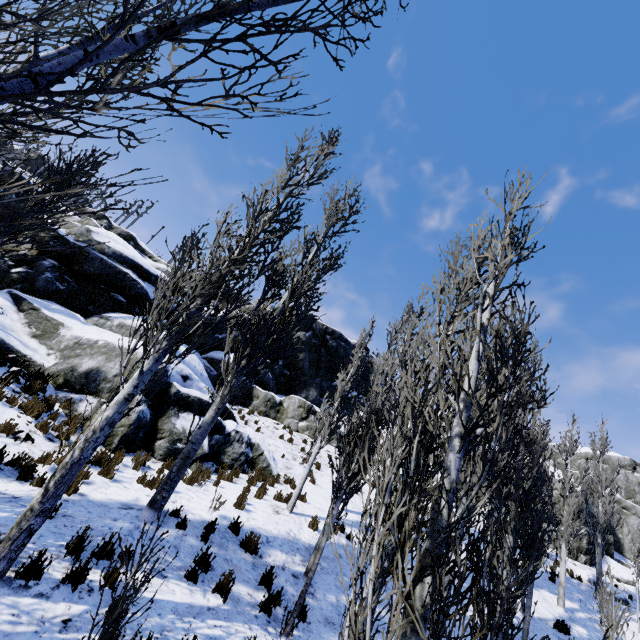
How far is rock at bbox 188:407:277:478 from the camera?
11.7m

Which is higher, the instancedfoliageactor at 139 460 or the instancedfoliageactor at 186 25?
the instancedfoliageactor at 186 25

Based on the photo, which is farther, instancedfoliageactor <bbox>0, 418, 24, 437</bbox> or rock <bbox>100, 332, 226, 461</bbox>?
rock <bbox>100, 332, 226, 461</bbox>

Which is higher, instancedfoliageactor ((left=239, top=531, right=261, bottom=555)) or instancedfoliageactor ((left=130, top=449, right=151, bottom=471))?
instancedfoliageactor ((left=130, top=449, right=151, bottom=471))

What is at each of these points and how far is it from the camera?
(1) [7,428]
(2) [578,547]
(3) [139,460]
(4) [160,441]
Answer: (1) instancedfoliageactor, 7.3m
(2) rock, 23.1m
(3) instancedfoliageactor, 9.2m
(4) rock, 10.3m

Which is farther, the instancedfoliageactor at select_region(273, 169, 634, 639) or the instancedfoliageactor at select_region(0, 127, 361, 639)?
the instancedfoliageactor at select_region(0, 127, 361, 639)

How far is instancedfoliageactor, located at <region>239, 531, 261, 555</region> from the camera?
7.2 meters

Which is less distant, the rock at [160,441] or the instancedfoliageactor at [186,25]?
the instancedfoliageactor at [186,25]
